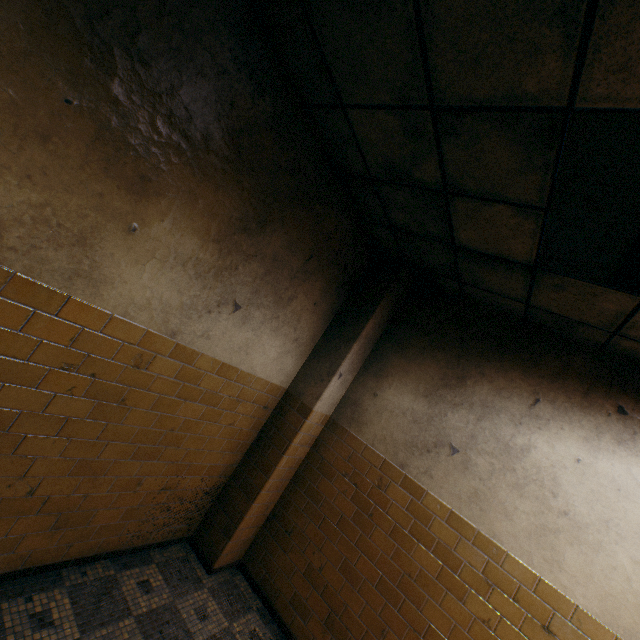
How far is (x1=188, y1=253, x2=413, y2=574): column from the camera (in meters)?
3.46

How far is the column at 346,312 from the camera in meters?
3.5 m

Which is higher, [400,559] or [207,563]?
[400,559]
